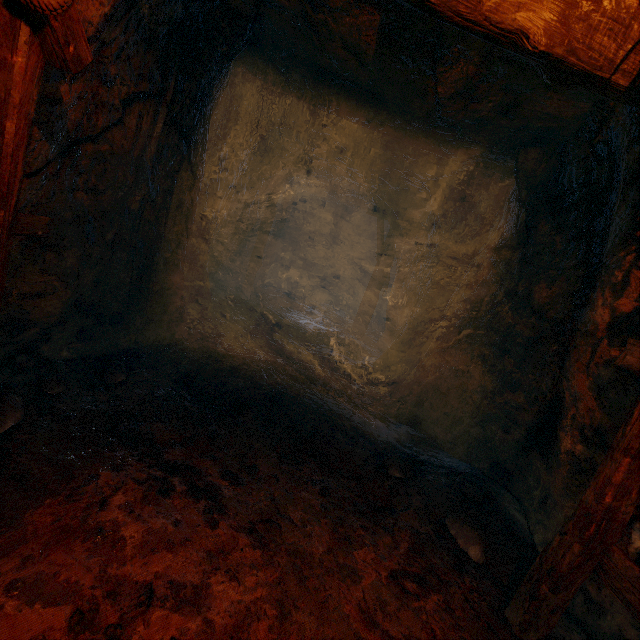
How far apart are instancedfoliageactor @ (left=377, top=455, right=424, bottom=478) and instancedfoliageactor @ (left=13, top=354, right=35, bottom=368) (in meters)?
4.08

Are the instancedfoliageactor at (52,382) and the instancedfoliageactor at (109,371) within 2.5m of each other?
yes

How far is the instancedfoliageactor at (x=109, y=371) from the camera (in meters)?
3.78

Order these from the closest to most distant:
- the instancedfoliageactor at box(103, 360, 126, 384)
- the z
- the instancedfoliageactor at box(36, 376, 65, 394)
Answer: the z < the instancedfoliageactor at box(36, 376, 65, 394) < the instancedfoliageactor at box(103, 360, 126, 384)

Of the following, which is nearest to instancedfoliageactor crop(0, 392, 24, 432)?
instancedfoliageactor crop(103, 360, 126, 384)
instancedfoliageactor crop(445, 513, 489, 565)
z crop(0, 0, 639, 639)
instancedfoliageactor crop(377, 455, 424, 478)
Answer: z crop(0, 0, 639, 639)

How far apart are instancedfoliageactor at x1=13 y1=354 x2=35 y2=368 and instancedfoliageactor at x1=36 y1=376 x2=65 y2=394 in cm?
28

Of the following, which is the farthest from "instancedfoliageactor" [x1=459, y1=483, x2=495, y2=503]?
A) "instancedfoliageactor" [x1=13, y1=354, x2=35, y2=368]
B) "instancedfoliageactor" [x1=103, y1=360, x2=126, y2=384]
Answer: "instancedfoliageactor" [x1=13, y1=354, x2=35, y2=368]

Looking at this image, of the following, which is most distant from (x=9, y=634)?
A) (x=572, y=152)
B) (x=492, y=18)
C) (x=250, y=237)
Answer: (x=250, y=237)
